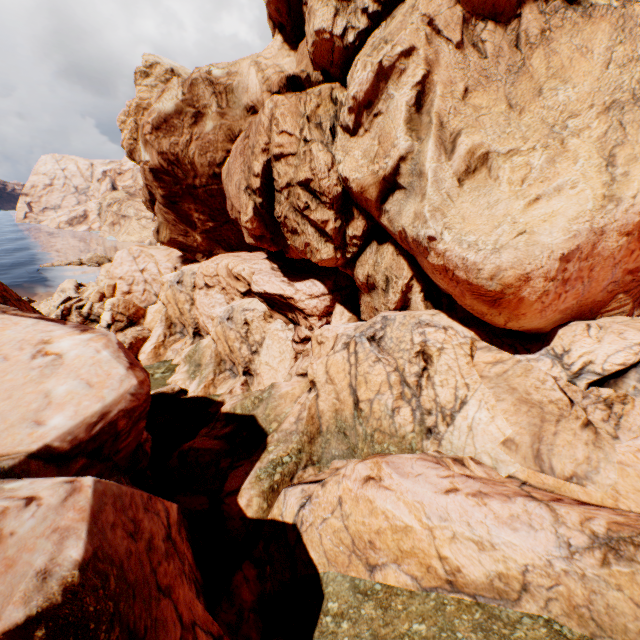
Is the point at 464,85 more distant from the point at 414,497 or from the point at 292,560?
the point at 292,560
